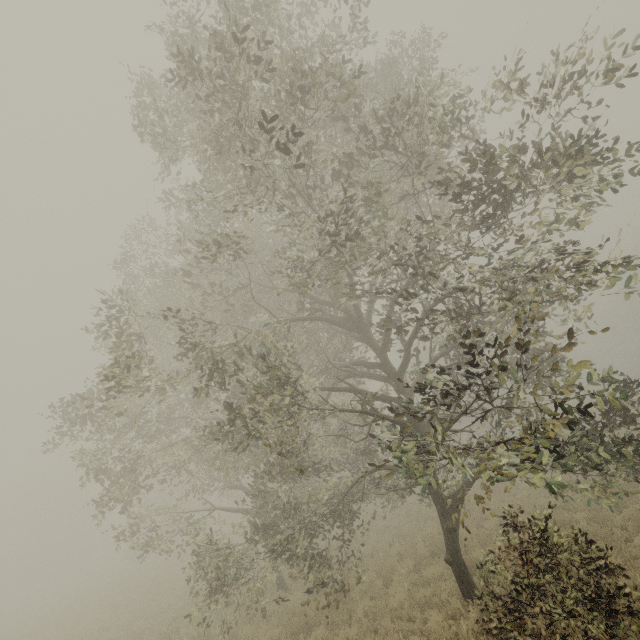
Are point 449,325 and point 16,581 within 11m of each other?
no
